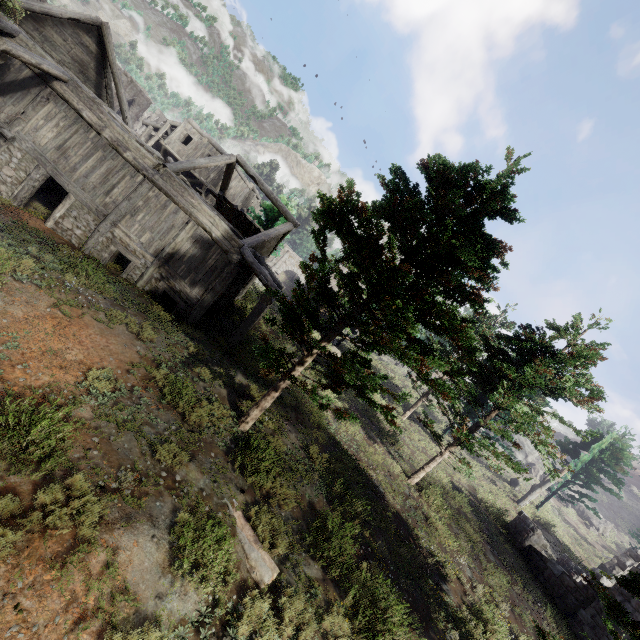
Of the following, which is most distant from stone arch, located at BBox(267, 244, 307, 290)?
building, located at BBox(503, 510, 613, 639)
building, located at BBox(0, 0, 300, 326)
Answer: building, located at BBox(503, 510, 613, 639)

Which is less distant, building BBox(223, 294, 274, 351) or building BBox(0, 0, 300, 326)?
building BBox(0, 0, 300, 326)

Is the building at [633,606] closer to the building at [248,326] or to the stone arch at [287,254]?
the building at [248,326]

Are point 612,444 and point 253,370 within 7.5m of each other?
no

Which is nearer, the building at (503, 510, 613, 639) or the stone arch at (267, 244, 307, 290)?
the building at (503, 510, 613, 639)

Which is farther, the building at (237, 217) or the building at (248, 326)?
the building at (248, 326)

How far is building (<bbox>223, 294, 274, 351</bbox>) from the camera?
13.8 meters

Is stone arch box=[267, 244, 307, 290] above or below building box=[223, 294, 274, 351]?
above
